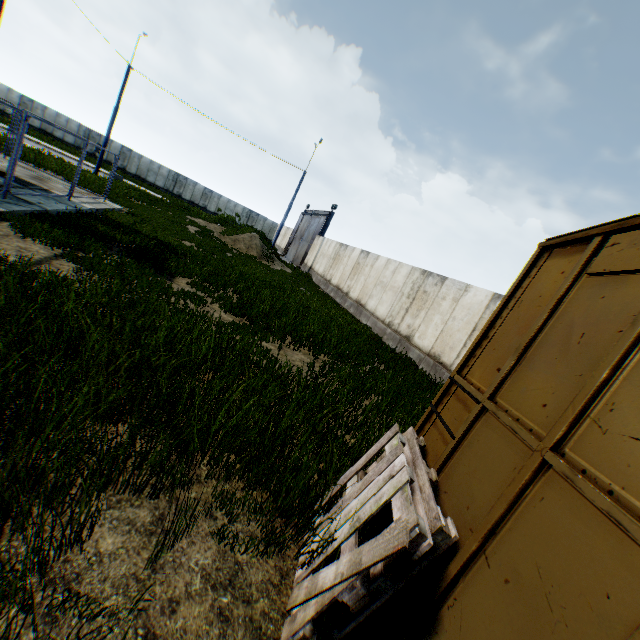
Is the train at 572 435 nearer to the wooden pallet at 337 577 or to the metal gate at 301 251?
the wooden pallet at 337 577

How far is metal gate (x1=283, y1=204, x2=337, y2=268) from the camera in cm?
3023

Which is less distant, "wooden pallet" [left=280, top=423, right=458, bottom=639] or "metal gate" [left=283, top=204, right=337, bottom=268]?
"wooden pallet" [left=280, top=423, right=458, bottom=639]

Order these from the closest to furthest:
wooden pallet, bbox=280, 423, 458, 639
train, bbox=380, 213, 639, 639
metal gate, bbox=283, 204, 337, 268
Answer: train, bbox=380, 213, 639, 639
wooden pallet, bbox=280, 423, 458, 639
metal gate, bbox=283, 204, 337, 268

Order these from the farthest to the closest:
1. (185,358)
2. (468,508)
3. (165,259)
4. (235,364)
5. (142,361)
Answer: (165,259), (235,364), (185,358), (142,361), (468,508)

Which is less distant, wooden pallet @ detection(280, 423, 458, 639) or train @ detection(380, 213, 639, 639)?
train @ detection(380, 213, 639, 639)

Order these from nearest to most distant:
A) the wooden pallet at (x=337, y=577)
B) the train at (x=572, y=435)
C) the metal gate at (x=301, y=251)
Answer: the train at (x=572, y=435) → the wooden pallet at (x=337, y=577) → the metal gate at (x=301, y=251)

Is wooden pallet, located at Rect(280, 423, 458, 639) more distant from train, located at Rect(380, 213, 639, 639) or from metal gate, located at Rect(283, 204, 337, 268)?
metal gate, located at Rect(283, 204, 337, 268)
